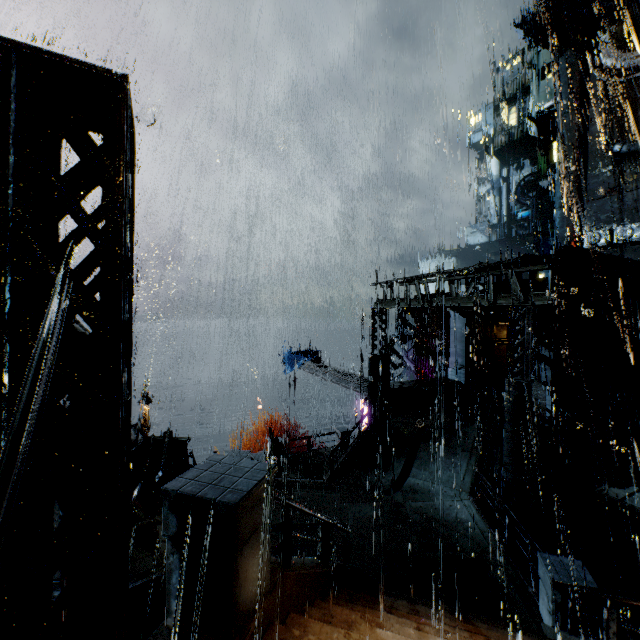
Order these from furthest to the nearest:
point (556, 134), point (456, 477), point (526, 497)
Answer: point (556, 134) → point (456, 477) → point (526, 497)

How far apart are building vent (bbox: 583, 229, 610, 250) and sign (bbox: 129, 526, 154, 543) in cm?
4012

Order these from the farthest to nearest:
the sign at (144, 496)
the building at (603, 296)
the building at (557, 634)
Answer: the building at (603, 296) < the sign at (144, 496) < the building at (557, 634)

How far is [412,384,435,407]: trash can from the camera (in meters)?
18.06

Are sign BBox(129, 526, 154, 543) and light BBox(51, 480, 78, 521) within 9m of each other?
yes

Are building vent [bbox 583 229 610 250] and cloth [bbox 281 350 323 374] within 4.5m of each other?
no

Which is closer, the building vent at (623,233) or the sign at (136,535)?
the sign at (136,535)

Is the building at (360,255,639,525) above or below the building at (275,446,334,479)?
above
